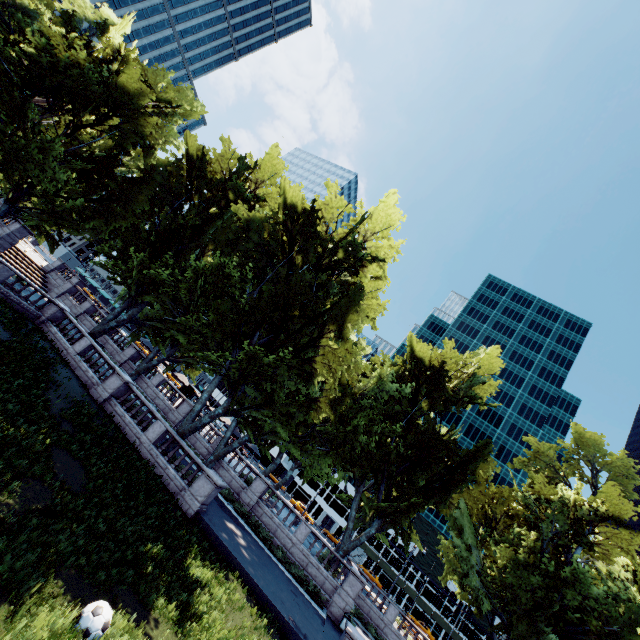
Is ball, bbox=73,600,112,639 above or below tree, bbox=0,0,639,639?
below

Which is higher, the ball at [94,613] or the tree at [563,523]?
the tree at [563,523]

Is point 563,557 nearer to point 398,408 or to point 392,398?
point 398,408

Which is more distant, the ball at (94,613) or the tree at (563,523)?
the tree at (563,523)

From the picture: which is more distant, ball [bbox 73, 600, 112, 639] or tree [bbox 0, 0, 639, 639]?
tree [bbox 0, 0, 639, 639]
